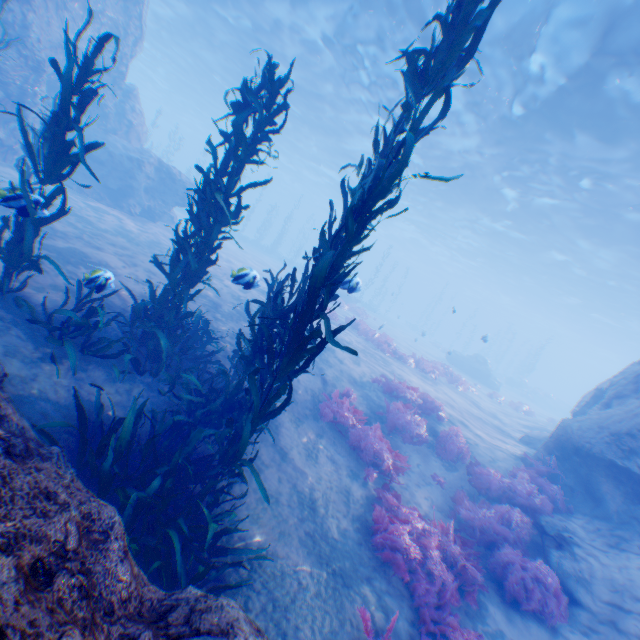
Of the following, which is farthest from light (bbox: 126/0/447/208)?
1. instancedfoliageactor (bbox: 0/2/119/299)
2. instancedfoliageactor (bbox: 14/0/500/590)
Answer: instancedfoliageactor (bbox: 0/2/119/299)

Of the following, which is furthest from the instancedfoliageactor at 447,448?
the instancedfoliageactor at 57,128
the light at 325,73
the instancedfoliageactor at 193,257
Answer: the instancedfoliageactor at 57,128

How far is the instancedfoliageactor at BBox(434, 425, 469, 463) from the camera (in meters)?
9.33

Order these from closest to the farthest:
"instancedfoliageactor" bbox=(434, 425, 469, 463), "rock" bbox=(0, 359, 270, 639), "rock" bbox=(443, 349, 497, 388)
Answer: "rock" bbox=(0, 359, 270, 639) < "instancedfoliageactor" bbox=(434, 425, 469, 463) < "rock" bbox=(443, 349, 497, 388)

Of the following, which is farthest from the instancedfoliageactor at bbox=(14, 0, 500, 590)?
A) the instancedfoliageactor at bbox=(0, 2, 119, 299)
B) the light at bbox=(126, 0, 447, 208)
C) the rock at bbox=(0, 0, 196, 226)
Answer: the light at bbox=(126, 0, 447, 208)

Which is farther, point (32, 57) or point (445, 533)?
point (32, 57)

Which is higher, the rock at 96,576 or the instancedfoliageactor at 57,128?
the instancedfoliageactor at 57,128

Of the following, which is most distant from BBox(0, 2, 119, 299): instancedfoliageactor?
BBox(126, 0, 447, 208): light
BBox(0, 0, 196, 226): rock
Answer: BBox(126, 0, 447, 208): light
